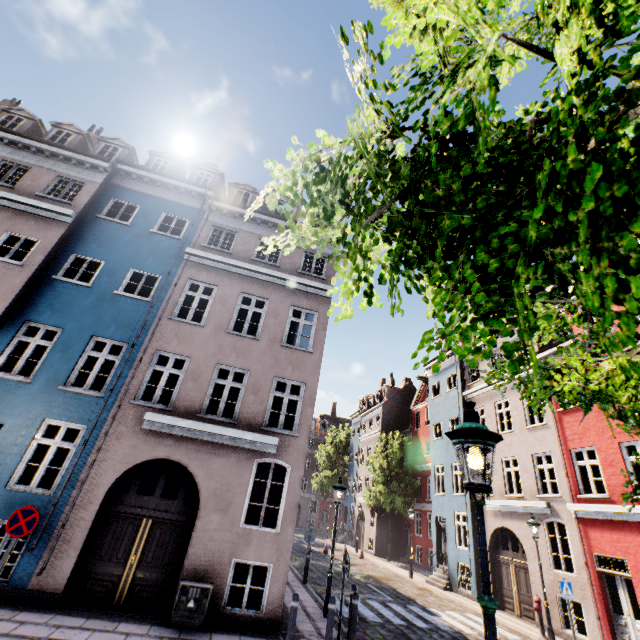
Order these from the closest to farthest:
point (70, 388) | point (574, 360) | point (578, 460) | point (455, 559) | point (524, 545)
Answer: point (574, 360)
point (70, 388)
point (578, 460)
point (524, 545)
point (455, 559)

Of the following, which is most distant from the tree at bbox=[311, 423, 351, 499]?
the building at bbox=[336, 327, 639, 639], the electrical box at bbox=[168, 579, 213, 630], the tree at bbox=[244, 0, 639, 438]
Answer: the electrical box at bbox=[168, 579, 213, 630]

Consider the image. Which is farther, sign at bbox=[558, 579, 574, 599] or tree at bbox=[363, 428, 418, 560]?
tree at bbox=[363, 428, 418, 560]

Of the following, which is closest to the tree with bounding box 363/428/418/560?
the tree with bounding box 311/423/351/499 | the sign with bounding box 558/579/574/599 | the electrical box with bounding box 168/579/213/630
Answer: the electrical box with bounding box 168/579/213/630

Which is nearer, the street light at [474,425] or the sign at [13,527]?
the street light at [474,425]

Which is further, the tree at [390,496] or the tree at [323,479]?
the tree at [323,479]

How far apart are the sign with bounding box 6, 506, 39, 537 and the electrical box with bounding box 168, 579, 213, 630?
3.44m

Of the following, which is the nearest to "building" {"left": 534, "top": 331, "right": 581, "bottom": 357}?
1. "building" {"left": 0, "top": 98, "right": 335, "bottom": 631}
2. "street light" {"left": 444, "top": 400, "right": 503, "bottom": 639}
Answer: "building" {"left": 0, "top": 98, "right": 335, "bottom": 631}
